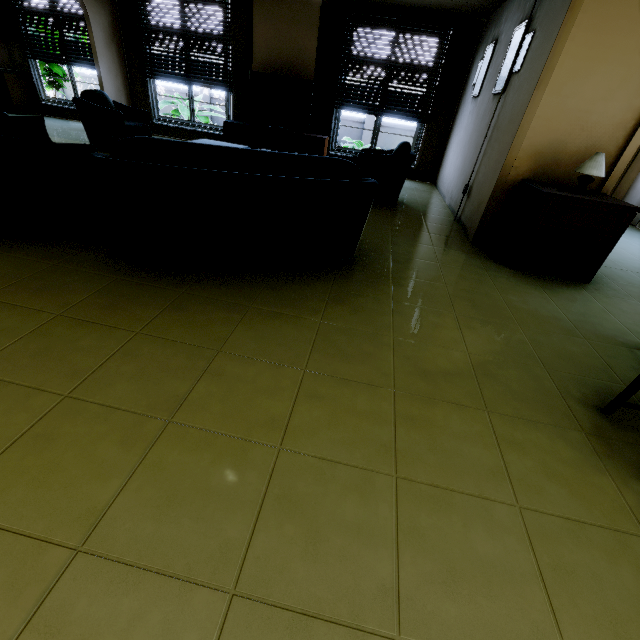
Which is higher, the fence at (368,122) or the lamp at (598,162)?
the lamp at (598,162)

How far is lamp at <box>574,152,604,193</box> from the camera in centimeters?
306cm

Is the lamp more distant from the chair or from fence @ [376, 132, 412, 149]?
fence @ [376, 132, 412, 149]

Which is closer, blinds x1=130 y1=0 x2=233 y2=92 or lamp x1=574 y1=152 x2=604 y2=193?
lamp x1=574 y1=152 x2=604 y2=193

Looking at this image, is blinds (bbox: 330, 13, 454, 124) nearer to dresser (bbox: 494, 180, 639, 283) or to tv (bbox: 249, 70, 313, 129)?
tv (bbox: 249, 70, 313, 129)

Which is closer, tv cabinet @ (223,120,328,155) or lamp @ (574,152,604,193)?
lamp @ (574,152,604,193)

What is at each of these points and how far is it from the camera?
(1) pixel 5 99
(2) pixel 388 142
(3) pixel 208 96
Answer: (1) kitchen cabinet, 7.5 meters
(2) fence, 12.5 meters
(3) fence, 12.6 meters

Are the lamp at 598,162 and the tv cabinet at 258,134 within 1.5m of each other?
no
